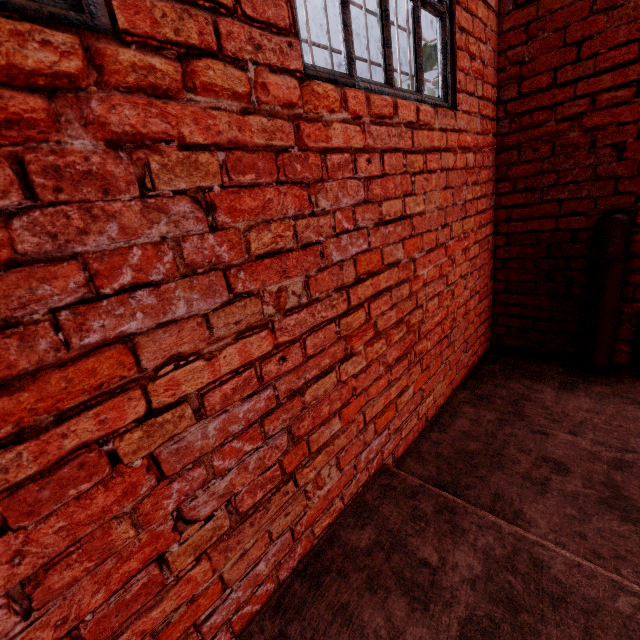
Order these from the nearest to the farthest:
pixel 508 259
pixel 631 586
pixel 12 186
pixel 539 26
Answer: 1. pixel 12 186
2. pixel 631 586
3. pixel 539 26
4. pixel 508 259

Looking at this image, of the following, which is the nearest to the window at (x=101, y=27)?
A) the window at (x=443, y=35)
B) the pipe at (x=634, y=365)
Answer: the window at (x=443, y=35)

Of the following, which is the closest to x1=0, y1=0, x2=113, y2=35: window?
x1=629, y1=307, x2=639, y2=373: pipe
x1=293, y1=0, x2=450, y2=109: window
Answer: x1=293, y1=0, x2=450, y2=109: window

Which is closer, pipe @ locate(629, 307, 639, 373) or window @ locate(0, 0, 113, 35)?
window @ locate(0, 0, 113, 35)

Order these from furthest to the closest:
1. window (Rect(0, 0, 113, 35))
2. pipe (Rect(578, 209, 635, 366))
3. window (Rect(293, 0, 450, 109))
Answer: pipe (Rect(578, 209, 635, 366)) < window (Rect(293, 0, 450, 109)) < window (Rect(0, 0, 113, 35))

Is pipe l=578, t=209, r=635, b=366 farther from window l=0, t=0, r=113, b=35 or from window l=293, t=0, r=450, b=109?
window l=0, t=0, r=113, b=35

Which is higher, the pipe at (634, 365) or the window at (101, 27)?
the window at (101, 27)

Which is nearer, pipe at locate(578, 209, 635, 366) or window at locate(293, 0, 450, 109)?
window at locate(293, 0, 450, 109)
